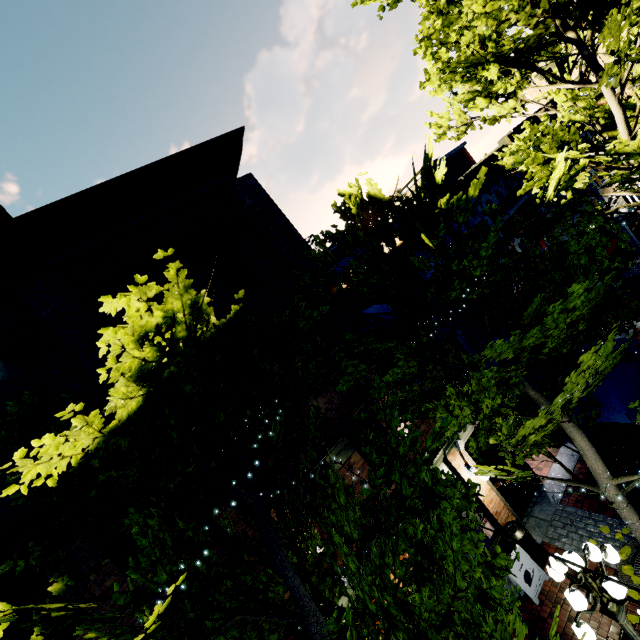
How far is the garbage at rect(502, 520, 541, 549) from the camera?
8.5 meters

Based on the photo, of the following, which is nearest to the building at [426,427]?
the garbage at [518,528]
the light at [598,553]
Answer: the light at [598,553]

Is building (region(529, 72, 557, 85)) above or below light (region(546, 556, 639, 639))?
above

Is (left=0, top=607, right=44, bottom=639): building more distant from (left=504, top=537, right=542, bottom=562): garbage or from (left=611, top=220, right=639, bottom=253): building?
(left=611, top=220, right=639, bottom=253): building

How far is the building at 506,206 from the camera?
13.9m

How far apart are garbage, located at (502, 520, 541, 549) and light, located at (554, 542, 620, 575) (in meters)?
3.24

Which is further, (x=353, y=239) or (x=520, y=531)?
(x=520, y=531)
